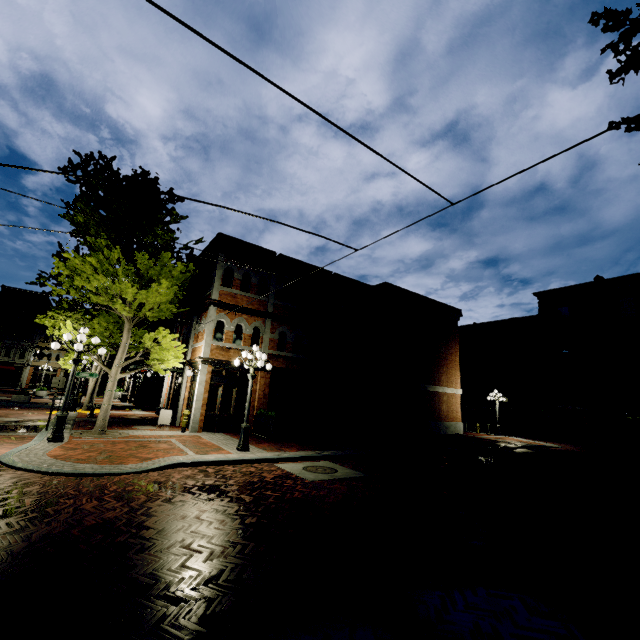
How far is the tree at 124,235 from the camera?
11.8m

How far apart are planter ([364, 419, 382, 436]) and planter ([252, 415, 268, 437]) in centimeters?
688cm

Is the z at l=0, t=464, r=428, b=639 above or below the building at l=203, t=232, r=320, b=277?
below

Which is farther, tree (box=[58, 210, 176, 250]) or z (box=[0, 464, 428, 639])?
tree (box=[58, 210, 176, 250])

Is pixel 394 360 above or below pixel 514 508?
above

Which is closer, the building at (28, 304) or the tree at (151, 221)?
the tree at (151, 221)

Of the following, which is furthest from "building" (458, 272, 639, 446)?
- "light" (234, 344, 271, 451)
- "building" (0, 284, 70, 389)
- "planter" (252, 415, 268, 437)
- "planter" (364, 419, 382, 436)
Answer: "building" (0, 284, 70, 389)

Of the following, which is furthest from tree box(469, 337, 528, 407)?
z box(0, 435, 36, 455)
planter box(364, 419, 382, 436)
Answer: planter box(364, 419, 382, 436)
